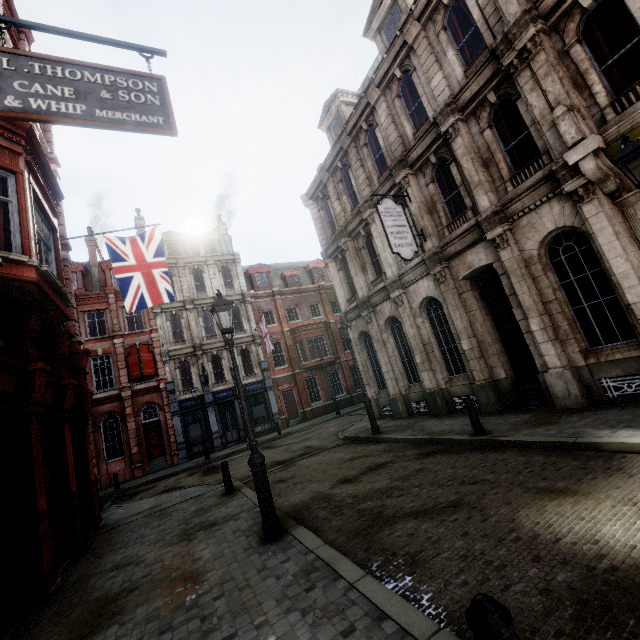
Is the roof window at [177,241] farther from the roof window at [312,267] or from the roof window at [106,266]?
the roof window at [312,267]

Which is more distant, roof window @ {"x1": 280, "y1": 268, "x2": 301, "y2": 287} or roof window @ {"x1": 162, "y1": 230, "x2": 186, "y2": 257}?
roof window @ {"x1": 280, "y1": 268, "x2": 301, "y2": 287}

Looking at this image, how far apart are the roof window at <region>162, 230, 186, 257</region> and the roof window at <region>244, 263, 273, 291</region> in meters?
5.4

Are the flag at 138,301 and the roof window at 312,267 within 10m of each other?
no

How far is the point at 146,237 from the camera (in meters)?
11.60

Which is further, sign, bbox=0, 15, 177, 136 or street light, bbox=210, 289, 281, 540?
street light, bbox=210, 289, 281, 540

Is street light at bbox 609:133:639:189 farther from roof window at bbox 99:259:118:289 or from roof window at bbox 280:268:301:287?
roof window at bbox 99:259:118:289

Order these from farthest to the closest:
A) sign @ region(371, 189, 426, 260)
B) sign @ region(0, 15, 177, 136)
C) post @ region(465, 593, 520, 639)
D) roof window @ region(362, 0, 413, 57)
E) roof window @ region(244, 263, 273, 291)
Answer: roof window @ region(244, 263, 273, 291), roof window @ region(362, 0, 413, 57), sign @ region(371, 189, 426, 260), sign @ region(0, 15, 177, 136), post @ region(465, 593, 520, 639)
